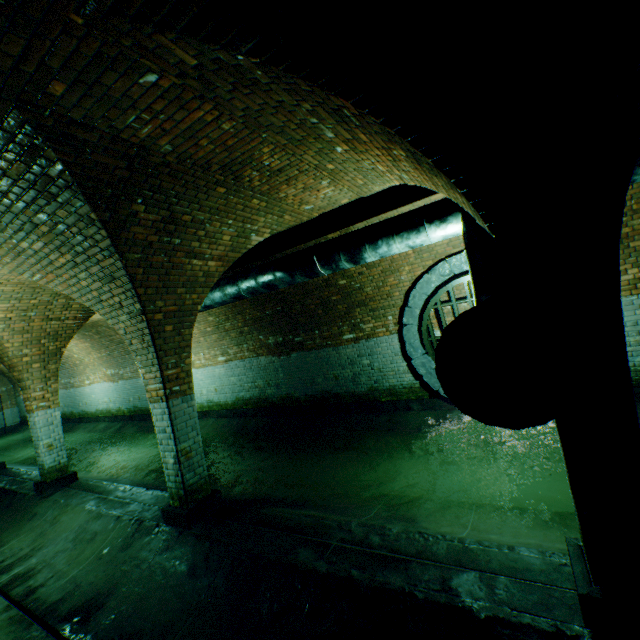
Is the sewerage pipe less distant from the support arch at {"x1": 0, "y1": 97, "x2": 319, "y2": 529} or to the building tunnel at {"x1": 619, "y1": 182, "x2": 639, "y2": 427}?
the building tunnel at {"x1": 619, "y1": 182, "x2": 639, "y2": 427}

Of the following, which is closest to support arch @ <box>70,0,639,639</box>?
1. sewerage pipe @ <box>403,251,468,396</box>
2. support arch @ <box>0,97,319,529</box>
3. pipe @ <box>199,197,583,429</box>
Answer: pipe @ <box>199,197,583,429</box>

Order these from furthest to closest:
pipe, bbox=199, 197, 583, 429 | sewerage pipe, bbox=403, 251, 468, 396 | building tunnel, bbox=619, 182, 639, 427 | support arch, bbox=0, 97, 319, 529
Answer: sewerage pipe, bbox=403, 251, 468, 396 < building tunnel, bbox=619, 182, 639, 427 < support arch, bbox=0, 97, 319, 529 < pipe, bbox=199, 197, 583, 429

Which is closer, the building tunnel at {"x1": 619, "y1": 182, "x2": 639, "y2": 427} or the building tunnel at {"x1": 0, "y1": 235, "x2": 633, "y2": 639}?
the building tunnel at {"x1": 0, "y1": 235, "x2": 633, "y2": 639}

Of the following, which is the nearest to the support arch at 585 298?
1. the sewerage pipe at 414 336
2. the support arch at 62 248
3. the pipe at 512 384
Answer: the pipe at 512 384

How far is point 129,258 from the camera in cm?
390

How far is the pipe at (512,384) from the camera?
1.5 meters

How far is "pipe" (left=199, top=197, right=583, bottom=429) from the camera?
1.5m
